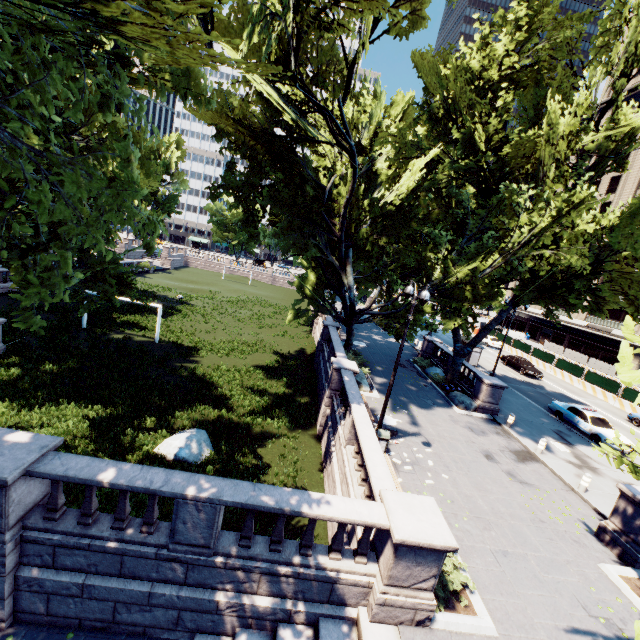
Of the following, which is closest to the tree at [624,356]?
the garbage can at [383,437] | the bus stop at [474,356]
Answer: the bus stop at [474,356]

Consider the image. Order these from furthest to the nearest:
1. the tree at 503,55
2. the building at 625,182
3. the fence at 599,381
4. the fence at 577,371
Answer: the building at 625,182
the fence at 577,371
the fence at 599,381
the tree at 503,55

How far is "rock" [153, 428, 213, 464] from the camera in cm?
1341

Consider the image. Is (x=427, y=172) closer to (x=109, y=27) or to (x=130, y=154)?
(x=130, y=154)

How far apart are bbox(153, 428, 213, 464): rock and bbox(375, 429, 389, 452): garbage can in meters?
7.1 m

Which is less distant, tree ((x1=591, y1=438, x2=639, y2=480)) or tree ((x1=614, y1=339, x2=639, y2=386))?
tree ((x1=614, y1=339, x2=639, y2=386))

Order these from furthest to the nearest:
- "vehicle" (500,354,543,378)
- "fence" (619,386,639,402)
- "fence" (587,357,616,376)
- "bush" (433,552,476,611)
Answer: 1. "fence" (587,357,616,376)
2. "vehicle" (500,354,543,378)
3. "fence" (619,386,639,402)
4. "bush" (433,552,476,611)

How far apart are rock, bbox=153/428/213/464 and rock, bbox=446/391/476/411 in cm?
1516
